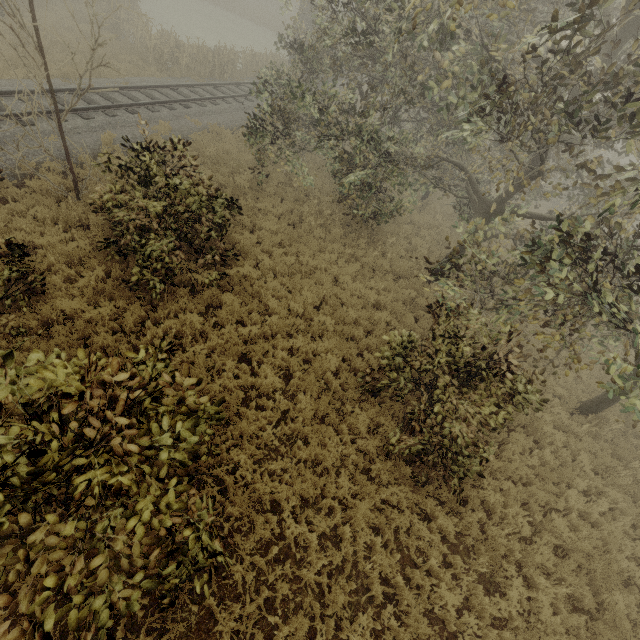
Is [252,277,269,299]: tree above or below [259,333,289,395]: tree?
below

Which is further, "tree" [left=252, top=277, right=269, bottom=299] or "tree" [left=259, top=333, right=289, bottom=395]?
"tree" [left=252, top=277, right=269, bottom=299]

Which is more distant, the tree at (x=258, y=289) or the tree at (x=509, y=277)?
the tree at (x=258, y=289)

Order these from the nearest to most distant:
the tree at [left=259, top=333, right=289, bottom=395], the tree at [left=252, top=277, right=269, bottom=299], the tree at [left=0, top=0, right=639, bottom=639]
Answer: the tree at [left=0, top=0, right=639, bottom=639] < the tree at [left=259, top=333, right=289, bottom=395] < the tree at [left=252, top=277, right=269, bottom=299]

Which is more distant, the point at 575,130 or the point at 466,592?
the point at 466,592

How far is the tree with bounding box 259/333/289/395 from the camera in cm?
768
